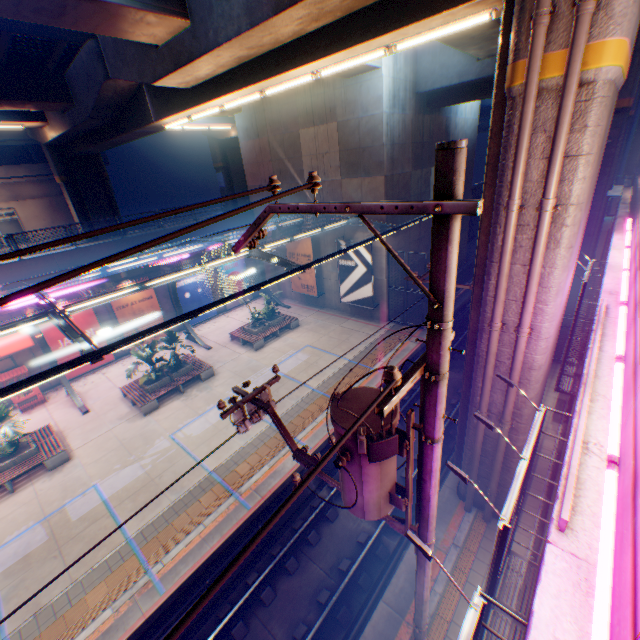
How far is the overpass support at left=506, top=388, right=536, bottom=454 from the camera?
7.7m

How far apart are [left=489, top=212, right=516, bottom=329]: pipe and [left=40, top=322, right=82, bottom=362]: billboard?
20.38m

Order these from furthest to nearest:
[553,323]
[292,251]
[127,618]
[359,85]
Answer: [292,251]
[359,85]
[127,618]
[553,323]

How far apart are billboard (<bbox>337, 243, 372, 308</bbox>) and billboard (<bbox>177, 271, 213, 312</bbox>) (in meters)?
9.81

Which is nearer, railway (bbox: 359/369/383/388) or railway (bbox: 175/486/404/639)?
railway (bbox: 175/486/404/639)

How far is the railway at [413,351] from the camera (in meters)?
17.36

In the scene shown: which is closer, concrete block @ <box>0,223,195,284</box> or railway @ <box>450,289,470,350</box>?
concrete block @ <box>0,223,195,284</box>

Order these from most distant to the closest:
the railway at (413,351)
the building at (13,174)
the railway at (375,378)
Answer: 1. the building at (13,174)
2. the railway at (413,351)
3. the railway at (375,378)
